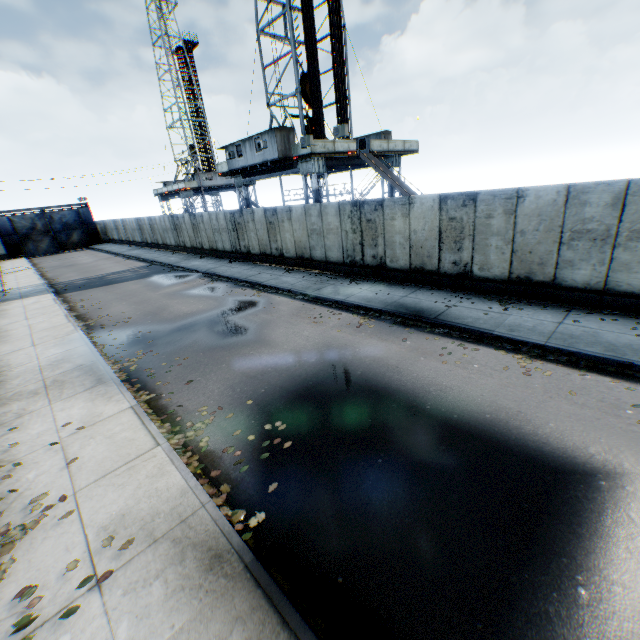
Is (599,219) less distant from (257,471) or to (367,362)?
(367,362)

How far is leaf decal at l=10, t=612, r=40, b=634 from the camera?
3.4m

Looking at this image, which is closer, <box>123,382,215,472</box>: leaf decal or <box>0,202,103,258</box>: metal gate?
<box>123,382,215,472</box>: leaf decal

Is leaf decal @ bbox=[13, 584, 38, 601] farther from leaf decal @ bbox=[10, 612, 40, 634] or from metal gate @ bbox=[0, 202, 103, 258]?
metal gate @ bbox=[0, 202, 103, 258]

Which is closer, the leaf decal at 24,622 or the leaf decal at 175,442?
the leaf decal at 24,622

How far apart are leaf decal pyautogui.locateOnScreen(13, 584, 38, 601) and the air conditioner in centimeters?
1815cm

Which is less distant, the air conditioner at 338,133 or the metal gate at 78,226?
the air conditioner at 338,133

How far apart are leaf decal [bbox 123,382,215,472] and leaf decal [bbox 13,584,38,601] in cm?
180
